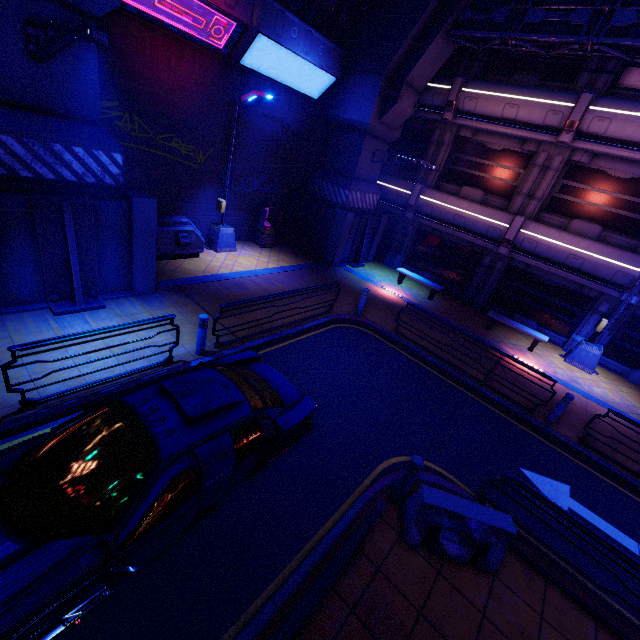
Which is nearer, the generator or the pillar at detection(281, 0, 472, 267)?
the generator

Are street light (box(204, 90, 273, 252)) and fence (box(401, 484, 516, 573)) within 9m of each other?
no

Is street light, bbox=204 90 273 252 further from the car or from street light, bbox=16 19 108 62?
the car

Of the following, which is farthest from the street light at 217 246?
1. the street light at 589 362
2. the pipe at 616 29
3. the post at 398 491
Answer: the street light at 589 362

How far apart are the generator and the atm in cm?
332

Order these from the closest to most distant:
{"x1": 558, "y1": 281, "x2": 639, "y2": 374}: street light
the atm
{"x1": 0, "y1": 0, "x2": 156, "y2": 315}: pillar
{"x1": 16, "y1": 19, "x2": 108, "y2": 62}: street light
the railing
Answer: the railing, {"x1": 16, "y1": 19, "x2": 108, "y2": 62}: street light, {"x1": 0, "y1": 0, "x2": 156, "y2": 315}: pillar, {"x1": 558, "y1": 281, "x2": 639, "y2": 374}: street light, the atm

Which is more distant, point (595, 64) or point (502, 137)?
point (502, 137)

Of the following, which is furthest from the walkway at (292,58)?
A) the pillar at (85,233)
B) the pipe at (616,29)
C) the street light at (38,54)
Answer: the street light at (38,54)
